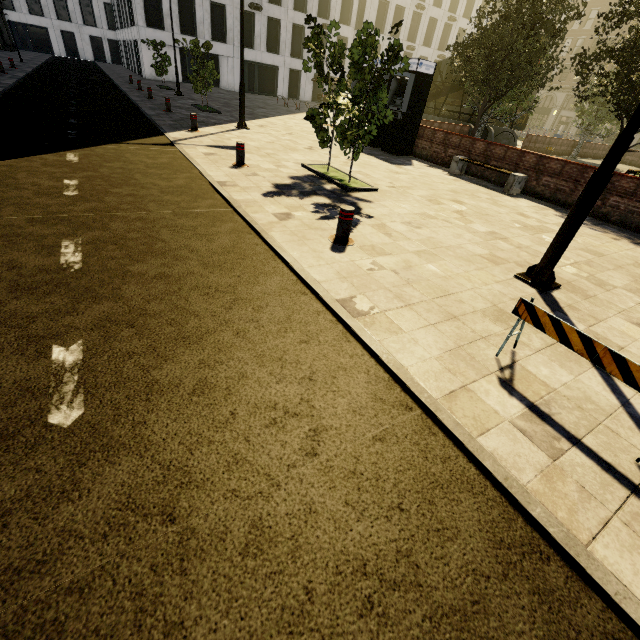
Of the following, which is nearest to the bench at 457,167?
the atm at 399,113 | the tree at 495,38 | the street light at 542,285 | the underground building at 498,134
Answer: the atm at 399,113

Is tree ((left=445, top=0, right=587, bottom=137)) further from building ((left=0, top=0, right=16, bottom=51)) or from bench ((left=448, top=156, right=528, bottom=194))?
bench ((left=448, top=156, right=528, bottom=194))

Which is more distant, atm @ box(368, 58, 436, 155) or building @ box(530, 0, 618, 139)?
building @ box(530, 0, 618, 139)

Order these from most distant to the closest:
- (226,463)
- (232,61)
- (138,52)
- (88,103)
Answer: (232,61)
(138,52)
(88,103)
(226,463)

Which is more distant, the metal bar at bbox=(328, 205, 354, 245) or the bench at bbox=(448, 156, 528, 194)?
the bench at bbox=(448, 156, 528, 194)

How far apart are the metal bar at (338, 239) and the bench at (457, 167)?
8.12m

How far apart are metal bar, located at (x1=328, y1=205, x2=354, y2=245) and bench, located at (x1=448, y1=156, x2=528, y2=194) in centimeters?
812cm

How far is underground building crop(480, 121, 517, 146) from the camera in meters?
22.9
